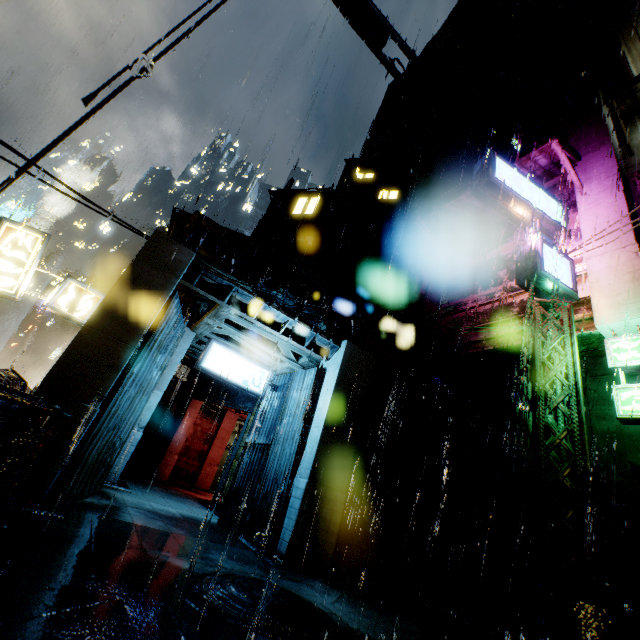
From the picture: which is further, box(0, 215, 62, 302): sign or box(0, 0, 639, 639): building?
box(0, 215, 62, 302): sign

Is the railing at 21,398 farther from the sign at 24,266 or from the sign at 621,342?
the sign at 621,342

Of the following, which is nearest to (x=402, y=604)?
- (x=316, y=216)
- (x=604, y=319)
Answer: (x=604, y=319)

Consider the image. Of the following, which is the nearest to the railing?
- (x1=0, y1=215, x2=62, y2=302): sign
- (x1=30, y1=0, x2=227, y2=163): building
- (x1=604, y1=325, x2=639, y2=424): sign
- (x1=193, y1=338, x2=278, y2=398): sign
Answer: (x1=30, y1=0, x2=227, y2=163): building

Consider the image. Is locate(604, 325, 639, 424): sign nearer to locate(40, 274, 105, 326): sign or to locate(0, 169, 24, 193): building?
locate(0, 169, 24, 193): building

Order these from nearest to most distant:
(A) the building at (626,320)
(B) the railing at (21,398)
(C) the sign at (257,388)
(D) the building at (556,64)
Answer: (B) the railing at (21,398)
(D) the building at (556,64)
(A) the building at (626,320)
(C) the sign at (257,388)

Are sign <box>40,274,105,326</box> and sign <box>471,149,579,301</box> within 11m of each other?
no

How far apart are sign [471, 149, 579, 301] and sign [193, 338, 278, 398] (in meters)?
9.36
